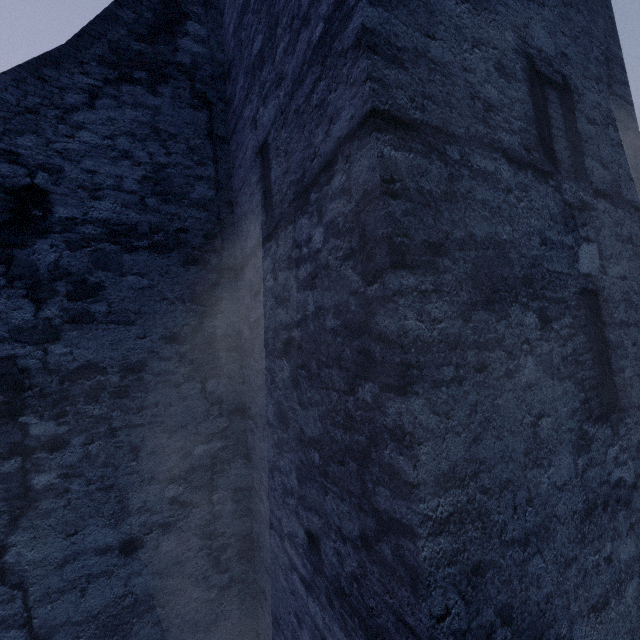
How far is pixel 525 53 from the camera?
2.22m
